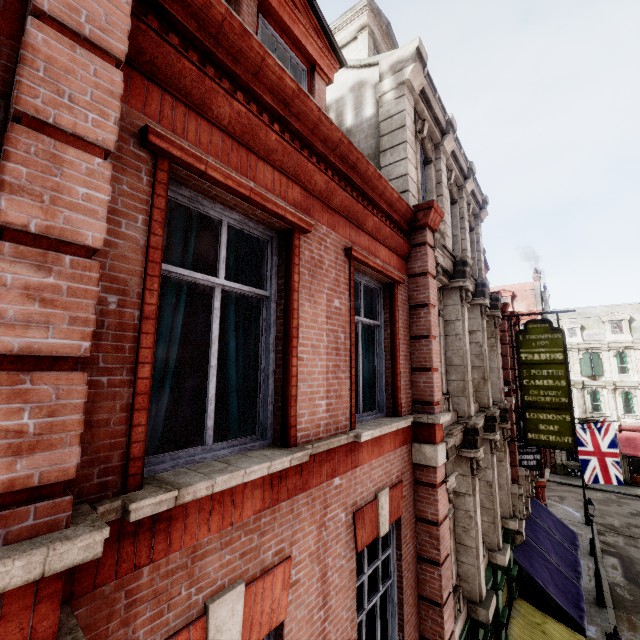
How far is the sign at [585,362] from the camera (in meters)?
33.66

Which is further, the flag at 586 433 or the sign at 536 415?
the flag at 586 433

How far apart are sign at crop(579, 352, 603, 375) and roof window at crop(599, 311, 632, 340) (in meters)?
1.70

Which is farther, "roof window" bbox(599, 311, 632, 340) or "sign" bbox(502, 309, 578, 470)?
"roof window" bbox(599, 311, 632, 340)

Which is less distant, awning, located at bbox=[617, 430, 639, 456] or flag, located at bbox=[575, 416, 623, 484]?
flag, located at bbox=[575, 416, 623, 484]

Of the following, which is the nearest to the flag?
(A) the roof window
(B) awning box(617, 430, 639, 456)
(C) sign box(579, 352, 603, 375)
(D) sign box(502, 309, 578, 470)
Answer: (D) sign box(502, 309, 578, 470)

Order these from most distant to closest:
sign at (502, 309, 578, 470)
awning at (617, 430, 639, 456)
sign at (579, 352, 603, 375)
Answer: sign at (579, 352, 603, 375), awning at (617, 430, 639, 456), sign at (502, 309, 578, 470)

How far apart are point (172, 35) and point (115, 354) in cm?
225
